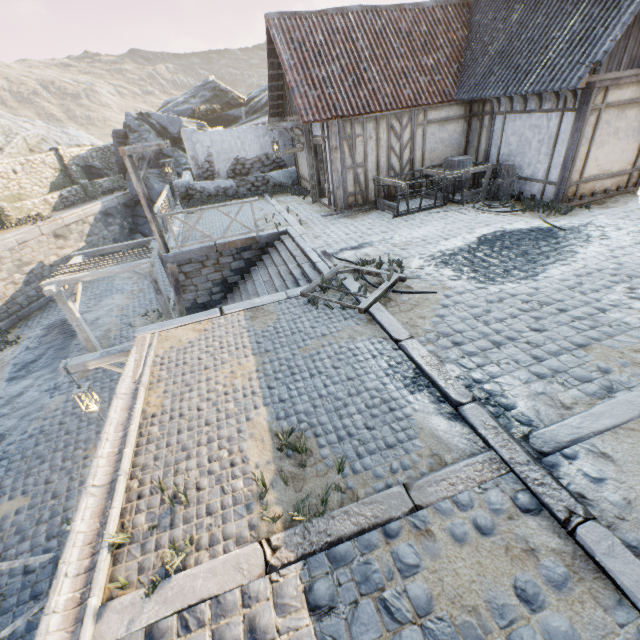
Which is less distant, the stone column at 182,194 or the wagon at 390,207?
the wagon at 390,207

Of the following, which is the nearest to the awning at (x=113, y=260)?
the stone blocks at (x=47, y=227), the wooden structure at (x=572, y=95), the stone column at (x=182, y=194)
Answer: the stone blocks at (x=47, y=227)

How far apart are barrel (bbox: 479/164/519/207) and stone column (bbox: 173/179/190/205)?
12.82m

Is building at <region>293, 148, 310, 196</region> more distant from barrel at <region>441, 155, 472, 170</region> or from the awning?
the awning

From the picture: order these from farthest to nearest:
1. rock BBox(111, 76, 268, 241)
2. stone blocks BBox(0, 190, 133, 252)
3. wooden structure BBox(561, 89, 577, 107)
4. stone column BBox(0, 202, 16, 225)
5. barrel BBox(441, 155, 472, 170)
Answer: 1. rock BBox(111, 76, 268, 241)
2. stone column BBox(0, 202, 16, 225)
3. stone blocks BBox(0, 190, 133, 252)
4. barrel BBox(441, 155, 472, 170)
5. wooden structure BBox(561, 89, 577, 107)

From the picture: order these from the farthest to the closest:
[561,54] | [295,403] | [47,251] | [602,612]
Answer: [47,251] → [561,54] → [295,403] → [602,612]

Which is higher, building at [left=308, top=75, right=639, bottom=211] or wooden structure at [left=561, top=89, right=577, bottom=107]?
wooden structure at [left=561, top=89, right=577, bottom=107]

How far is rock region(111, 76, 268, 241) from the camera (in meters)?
21.48
